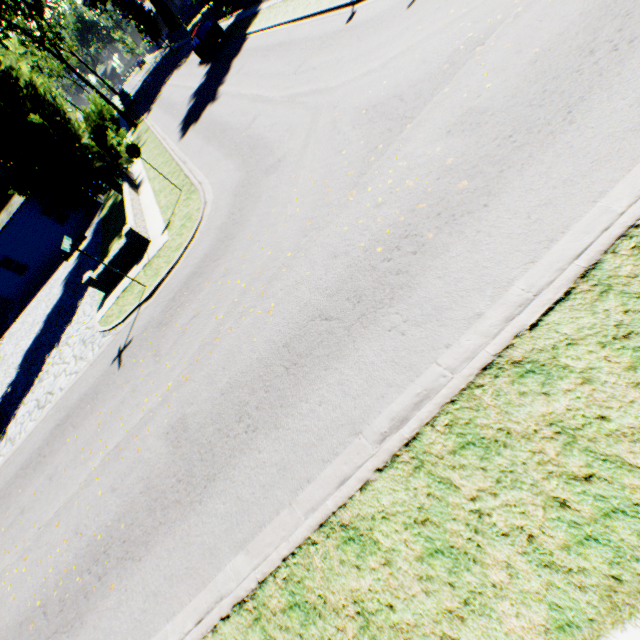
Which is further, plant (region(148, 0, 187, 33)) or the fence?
plant (region(148, 0, 187, 33))

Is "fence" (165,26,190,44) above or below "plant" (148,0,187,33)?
below

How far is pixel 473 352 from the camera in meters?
3.9

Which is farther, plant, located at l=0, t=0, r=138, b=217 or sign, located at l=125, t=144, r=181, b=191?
plant, located at l=0, t=0, r=138, b=217

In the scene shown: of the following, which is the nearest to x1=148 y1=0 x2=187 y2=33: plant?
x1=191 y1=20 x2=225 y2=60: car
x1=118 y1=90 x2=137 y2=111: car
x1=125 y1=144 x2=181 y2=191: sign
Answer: x1=191 y1=20 x2=225 y2=60: car

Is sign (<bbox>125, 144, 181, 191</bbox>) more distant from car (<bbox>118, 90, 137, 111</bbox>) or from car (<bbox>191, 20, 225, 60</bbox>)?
car (<bbox>118, 90, 137, 111</bbox>)

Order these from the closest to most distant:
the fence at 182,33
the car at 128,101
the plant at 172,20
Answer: the fence at 182,33 → the car at 128,101 → the plant at 172,20

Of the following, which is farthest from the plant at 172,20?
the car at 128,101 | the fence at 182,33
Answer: the car at 128,101
